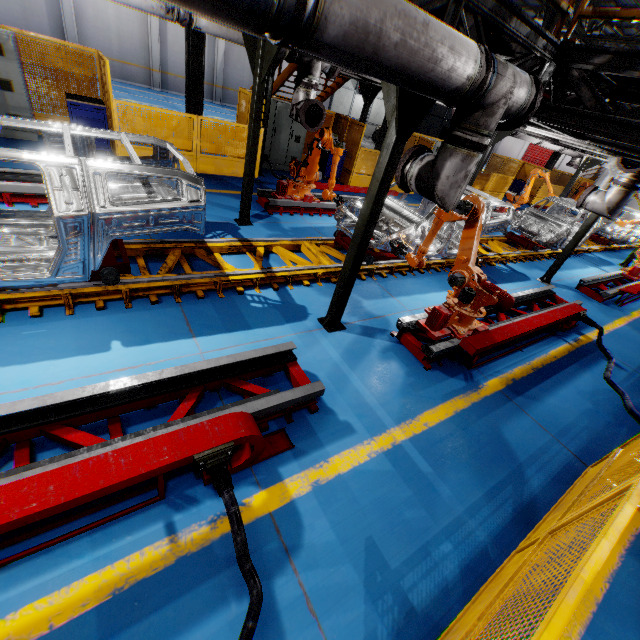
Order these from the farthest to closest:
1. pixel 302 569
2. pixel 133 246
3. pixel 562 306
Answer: pixel 562 306
pixel 133 246
pixel 302 569

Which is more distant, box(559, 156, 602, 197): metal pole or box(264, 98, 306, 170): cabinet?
box(559, 156, 602, 197): metal pole

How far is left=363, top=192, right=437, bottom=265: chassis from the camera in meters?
6.6 m

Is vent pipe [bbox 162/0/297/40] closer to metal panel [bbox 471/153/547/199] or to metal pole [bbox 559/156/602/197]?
metal panel [bbox 471/153/547/199]

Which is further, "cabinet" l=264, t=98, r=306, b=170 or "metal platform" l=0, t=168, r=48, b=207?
"cabinet" l=264, t=98, r=306, b=170

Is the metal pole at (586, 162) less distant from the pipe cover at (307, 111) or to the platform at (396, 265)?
the platform at (396, 265)

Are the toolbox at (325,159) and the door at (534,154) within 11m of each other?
no

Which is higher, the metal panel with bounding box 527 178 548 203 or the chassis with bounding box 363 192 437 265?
the chassis with bounding box 363 192 437 265
